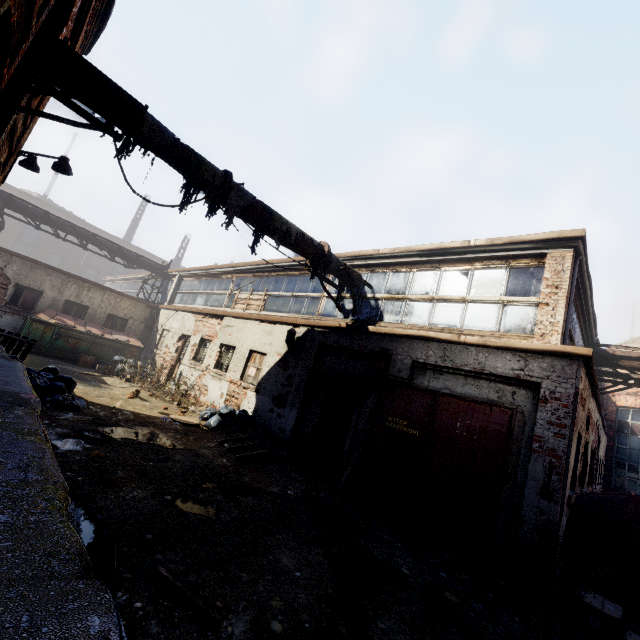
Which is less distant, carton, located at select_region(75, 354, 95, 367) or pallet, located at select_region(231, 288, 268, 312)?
pallet, located at select_region(231, 288, 268, 312)

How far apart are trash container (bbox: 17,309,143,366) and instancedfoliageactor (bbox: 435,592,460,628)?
15.81m

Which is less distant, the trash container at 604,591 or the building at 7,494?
the building at 7,494

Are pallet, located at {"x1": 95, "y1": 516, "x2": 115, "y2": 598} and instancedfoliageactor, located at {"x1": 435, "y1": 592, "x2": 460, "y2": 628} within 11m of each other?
yes

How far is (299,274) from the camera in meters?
11.8 m

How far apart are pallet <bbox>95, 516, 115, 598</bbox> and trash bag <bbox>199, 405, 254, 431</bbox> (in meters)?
7.78

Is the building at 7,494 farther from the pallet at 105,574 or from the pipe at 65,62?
the pipe at 65,62

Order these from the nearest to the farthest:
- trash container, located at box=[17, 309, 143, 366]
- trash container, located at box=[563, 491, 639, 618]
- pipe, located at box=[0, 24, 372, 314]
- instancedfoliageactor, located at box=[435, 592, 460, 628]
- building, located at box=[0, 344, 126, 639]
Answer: building, located at box=[0, 344, 126, 639] < instancedfoliageactor, located at box=[435, 592, 460, 628] < pipe, located at box=[0, 24, 372, 314] < trash container, located at box=[563, 491, 639, 618] < trash container, located at box=[17, 309, 143, 366]
